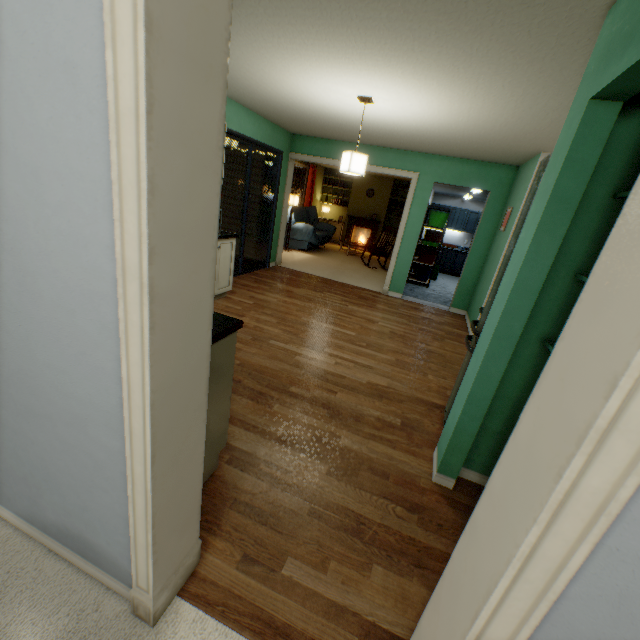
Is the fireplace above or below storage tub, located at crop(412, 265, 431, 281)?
above

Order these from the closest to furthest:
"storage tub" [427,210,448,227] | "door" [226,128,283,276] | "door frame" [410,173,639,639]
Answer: "door frame" [410,173,639,639]
"door" [226,128,283,276]
"storage tub" [427,210,448,227]

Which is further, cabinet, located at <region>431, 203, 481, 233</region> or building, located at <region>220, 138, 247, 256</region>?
cabinet, located at <region>431, 203, 481, 233</region>

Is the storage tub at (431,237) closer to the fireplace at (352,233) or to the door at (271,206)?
the fireplace at (352,233)

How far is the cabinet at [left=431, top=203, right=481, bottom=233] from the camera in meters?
10.3 m

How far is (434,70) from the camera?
2.3 meters

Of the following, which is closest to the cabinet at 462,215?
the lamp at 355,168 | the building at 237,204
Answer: the building at 237,204

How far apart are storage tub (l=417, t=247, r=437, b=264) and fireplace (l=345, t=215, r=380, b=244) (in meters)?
2.54
